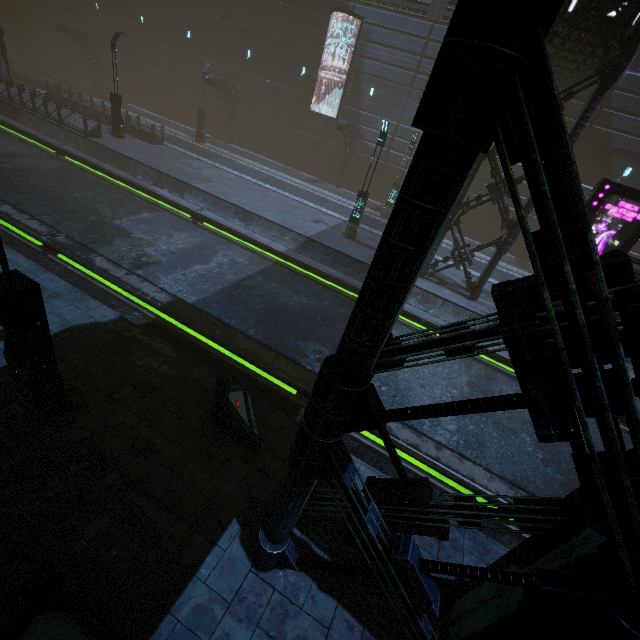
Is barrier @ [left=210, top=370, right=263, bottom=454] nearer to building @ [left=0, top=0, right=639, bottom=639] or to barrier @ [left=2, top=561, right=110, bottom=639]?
building @ [left=0, top=0, right=639, bottom=639]

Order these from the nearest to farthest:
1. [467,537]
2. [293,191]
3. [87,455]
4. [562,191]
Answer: [562,191] < [87,455] < [467,537] < [293,191]

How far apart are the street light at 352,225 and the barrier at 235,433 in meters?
12.3

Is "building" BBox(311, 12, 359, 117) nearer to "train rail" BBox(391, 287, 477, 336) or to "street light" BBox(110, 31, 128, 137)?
"train rail" BBox(391, 287, 477, 336)

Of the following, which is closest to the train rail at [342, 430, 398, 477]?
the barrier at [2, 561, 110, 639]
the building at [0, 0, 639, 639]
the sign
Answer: the building at [0, 0, 639, 639]

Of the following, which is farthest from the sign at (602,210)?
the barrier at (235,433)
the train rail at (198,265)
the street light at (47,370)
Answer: the street light at (47,370)

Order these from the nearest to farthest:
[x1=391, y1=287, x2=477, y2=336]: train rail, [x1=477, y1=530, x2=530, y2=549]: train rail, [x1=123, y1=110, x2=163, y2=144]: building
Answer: [x1=477, y1=530, x2=530, y2=549]: train rail → [x1=391, y1=287, x2=477, y2=336]: train rail → [x1=123, y1=110, x2=163, y2=144]: building

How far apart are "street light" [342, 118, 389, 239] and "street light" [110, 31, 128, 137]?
16.7m
